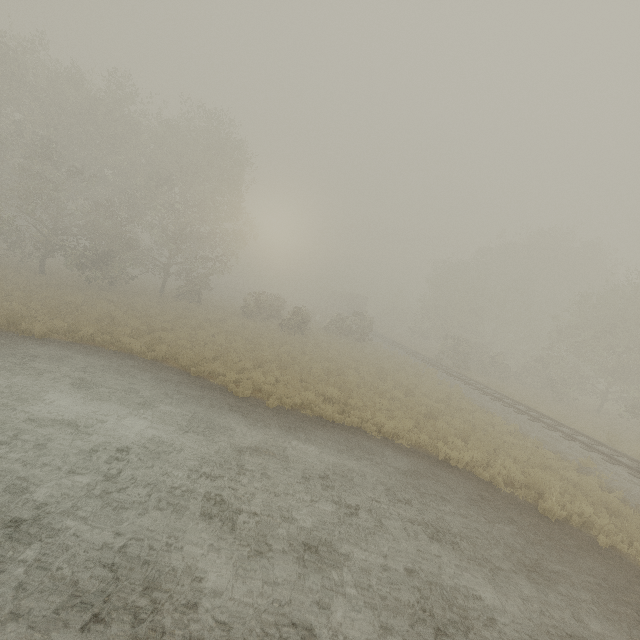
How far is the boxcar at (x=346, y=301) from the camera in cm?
5584

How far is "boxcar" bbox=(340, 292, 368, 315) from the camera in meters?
55.8 m

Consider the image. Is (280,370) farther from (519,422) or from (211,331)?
(519,422)
